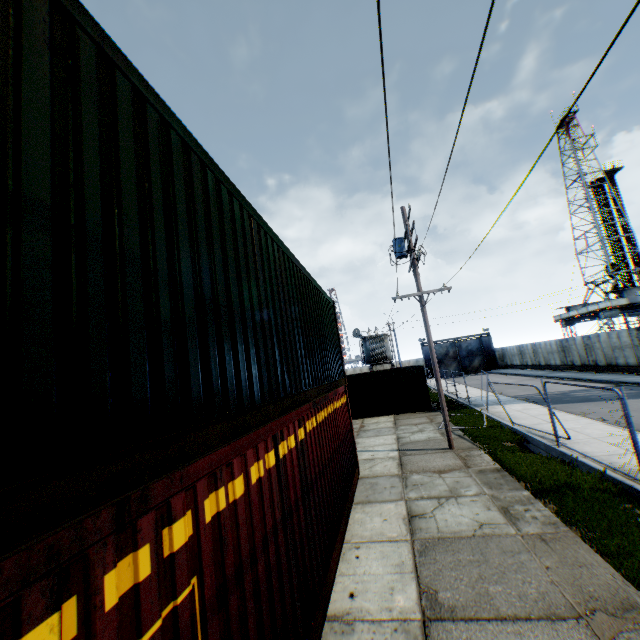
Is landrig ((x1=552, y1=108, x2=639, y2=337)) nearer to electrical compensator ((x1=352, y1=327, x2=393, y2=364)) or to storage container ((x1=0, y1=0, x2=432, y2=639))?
electrical compensator ((x1=352, y1=327, x2=393, y2=364))

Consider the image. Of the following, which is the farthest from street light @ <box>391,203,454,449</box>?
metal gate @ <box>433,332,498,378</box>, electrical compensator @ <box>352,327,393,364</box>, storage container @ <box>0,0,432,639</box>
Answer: metal gate @ <box>433,332,498,378</box>

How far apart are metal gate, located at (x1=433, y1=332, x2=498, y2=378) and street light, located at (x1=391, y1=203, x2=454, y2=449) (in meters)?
42.53

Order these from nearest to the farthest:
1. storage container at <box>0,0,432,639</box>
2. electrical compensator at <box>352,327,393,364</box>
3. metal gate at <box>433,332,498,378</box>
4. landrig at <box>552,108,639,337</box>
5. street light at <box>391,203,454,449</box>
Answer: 1. storage container at <box>0,0,432,639</box>
2. street light at <box>391,203,454,449</box>
3. electrical compensator at <box>352,327,393,364</box>
4. landrig at <box>552,108,639,337</box>
5. metal gate at <box>433,332,498,378</box>

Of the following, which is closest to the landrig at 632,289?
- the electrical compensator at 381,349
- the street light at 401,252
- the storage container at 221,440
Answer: the electrical compensator at 381,349

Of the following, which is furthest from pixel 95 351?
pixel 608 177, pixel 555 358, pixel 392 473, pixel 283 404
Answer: pixel 608 177

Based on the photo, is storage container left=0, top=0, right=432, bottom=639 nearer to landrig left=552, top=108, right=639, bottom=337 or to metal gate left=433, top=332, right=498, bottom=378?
metal gate left=433, top=332, right=498, bottom=378

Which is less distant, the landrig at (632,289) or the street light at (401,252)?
the street light at (401,252)
